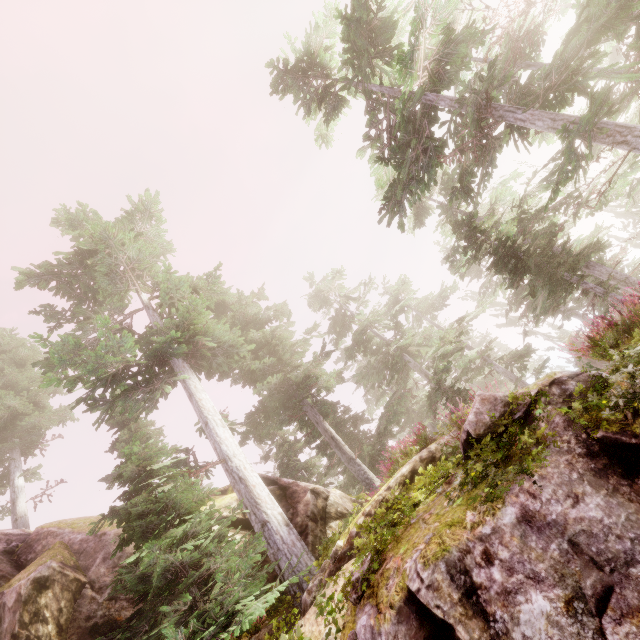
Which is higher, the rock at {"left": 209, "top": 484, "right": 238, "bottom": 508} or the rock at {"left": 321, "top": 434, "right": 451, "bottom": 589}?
the rock at {"left": 209, "top": 484, "right": 238, "bottom": 508}

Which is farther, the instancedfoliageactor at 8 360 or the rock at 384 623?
the instancedfoliageactor at 8 360

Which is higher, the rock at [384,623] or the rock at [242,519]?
the rock at [242,519]

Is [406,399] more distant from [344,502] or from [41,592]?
[41,592]

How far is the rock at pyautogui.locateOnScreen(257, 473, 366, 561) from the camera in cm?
1064
